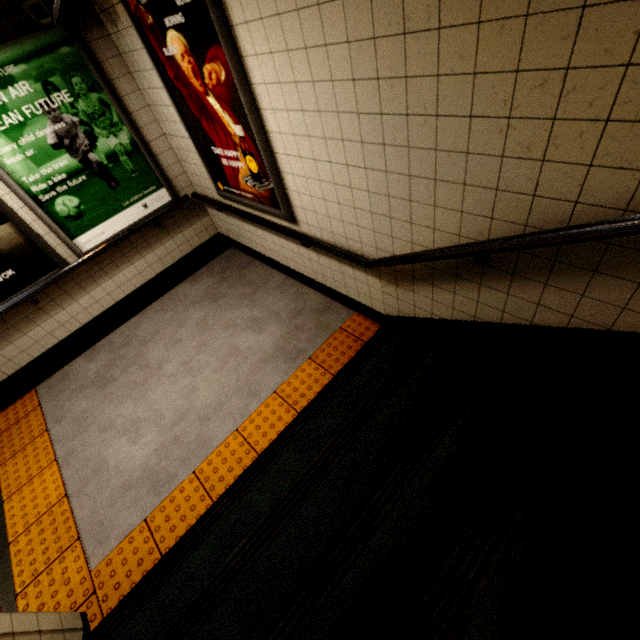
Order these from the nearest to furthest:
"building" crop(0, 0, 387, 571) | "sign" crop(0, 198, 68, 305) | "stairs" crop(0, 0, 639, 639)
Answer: "stairs" crop(0, 0, 639, 639)
"building" crop(0, 0, 387, 571)
"sign" crop(0, 198, 68, 305)

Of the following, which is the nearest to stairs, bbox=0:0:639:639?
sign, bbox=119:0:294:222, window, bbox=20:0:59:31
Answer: sign, bbox=119:0:294:222

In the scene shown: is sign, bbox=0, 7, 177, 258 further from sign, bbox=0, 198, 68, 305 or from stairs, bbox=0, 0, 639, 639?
stairs, bbox=0, 0, 639, 639

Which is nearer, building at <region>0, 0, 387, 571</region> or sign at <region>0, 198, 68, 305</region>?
building at <region>0, 0, 387, 571</region>

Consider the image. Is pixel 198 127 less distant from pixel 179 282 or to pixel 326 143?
pixel 326 143

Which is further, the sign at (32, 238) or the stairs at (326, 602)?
the sign at (32, 238)

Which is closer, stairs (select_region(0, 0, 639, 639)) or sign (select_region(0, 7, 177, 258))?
stairs (select_region(0, 0, 639, 639))

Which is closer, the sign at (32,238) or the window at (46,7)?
the window at (46,7)
